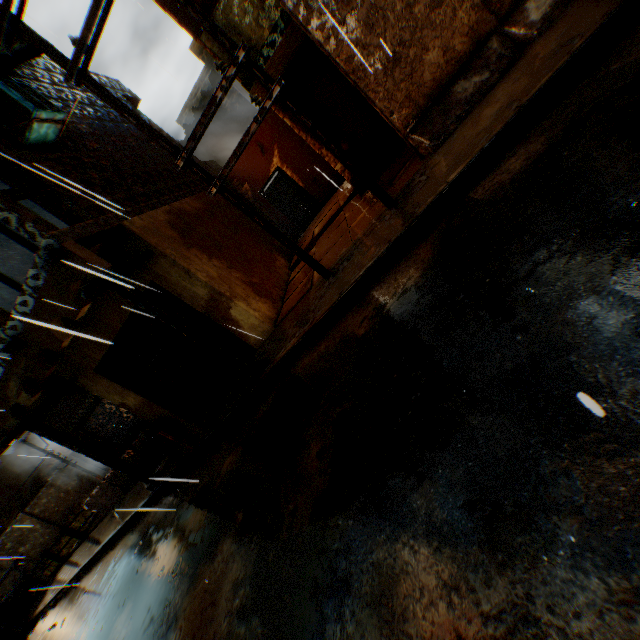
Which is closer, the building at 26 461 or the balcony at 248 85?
the balcony at 248 85

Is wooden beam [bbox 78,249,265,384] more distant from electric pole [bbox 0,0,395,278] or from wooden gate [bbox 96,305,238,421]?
electric pole [bbox 0,0,395,278]

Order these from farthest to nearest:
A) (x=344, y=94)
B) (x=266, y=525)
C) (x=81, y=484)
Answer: (x=81, y=484) < (x=344, y=94) < (x=266, y=525)

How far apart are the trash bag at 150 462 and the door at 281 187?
9.5m

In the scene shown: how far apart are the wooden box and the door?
9.79m

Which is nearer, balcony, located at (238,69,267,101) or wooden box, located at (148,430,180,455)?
balcony, located at (238,69,267,101)

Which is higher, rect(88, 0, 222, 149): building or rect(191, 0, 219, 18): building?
rect(88, 0, 222, 149): building

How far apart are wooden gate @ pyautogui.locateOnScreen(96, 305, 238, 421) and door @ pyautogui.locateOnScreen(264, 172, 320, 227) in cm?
798
